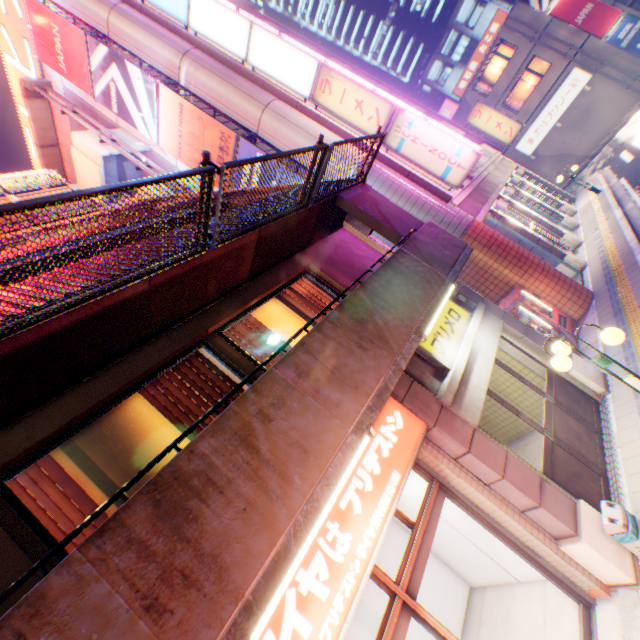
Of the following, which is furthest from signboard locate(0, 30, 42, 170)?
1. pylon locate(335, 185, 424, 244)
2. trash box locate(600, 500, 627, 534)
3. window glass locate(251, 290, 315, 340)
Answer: trash box locate(600, 500, 627, 534)

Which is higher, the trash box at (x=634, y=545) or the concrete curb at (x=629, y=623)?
the trash box at (x=634, y=545)

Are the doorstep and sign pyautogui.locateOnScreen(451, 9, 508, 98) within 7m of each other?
no

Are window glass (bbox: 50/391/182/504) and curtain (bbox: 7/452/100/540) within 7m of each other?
yes

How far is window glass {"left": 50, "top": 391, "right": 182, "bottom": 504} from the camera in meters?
3.9 m

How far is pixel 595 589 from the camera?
4.5m

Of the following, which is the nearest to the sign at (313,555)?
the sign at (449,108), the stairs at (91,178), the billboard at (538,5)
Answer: the stairs at (91,178)

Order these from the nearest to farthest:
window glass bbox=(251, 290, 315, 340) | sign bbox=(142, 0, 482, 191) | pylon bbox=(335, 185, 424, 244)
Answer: window glass bbox=(251, 290, 315, 340)
pylon bbox=(335, 185, 424, 244)
sign bbox=(142, 0, 482, 191)
